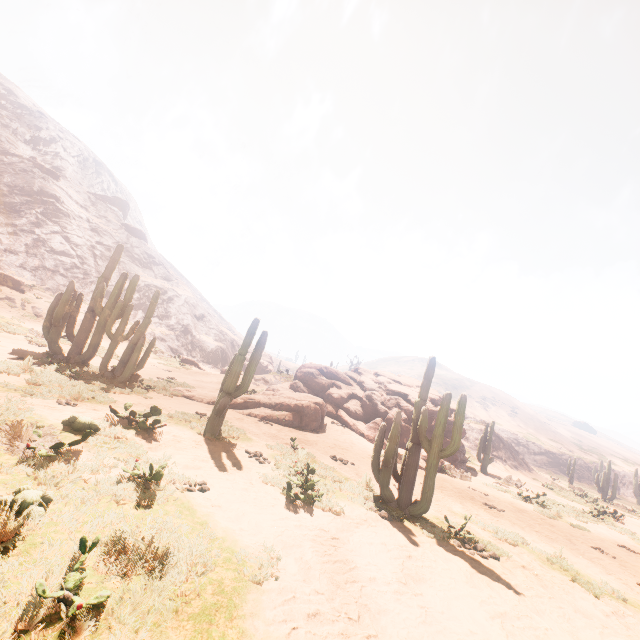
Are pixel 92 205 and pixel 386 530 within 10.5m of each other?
no

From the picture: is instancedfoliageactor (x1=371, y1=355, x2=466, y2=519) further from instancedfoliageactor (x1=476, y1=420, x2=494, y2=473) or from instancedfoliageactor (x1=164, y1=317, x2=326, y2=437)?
instancedfoliageactor (x1=476, y1=420, x2=494, y2=473)

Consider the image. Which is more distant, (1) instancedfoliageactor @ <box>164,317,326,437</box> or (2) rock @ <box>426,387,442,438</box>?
(2) rock @ <box>426,387,442,438</box>

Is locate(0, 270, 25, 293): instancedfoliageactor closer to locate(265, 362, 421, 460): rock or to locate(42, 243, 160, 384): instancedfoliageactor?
locate(42, 243, 160, 384): instancedfoliageactor

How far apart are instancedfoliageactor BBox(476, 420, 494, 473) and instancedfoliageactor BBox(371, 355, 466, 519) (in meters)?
16.37

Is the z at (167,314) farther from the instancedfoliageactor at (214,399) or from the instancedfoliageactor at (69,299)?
the instancedfoliageactor at (214,399)

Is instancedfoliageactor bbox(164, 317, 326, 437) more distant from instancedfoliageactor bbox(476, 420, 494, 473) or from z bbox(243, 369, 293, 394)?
z bbox(243, 369, 293, 394)

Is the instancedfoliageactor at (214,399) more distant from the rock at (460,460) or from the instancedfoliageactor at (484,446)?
the instancedfoliageactor at (484,446)
